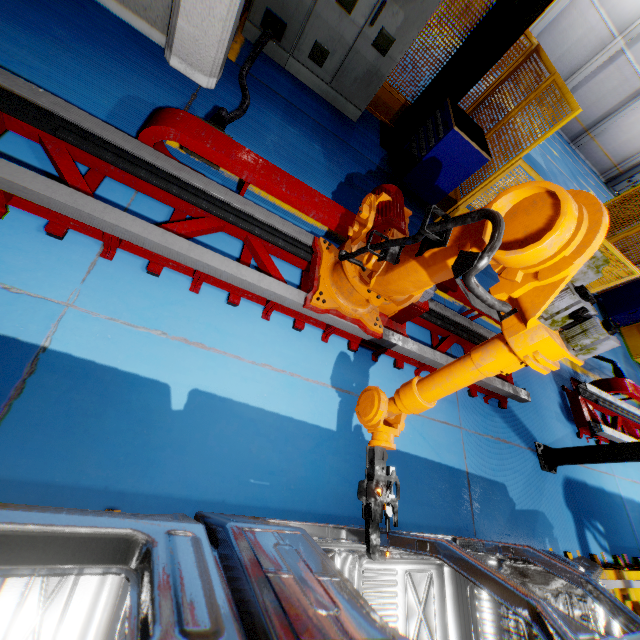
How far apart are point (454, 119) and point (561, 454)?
4.8m

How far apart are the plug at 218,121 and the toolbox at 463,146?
3.07m

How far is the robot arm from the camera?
1.2 meters

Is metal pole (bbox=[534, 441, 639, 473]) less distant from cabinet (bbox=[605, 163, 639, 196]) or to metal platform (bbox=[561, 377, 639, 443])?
metal platform (bbox=[561, 377, 639, 443])

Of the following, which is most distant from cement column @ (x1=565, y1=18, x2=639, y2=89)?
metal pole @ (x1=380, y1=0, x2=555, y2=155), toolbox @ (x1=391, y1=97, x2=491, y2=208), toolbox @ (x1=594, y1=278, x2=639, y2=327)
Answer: toolbox @ (x1=391, y1=97, x2=491, y2=208)

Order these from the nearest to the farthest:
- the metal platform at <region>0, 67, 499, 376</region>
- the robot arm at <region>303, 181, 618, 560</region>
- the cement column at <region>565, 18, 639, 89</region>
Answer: the robot arm at <region>303, 181, 618, 560</region> → the metal platform at <region>0, 67, 499, 376</region> → the cement column at <region>565, 18, 639, 89</region>

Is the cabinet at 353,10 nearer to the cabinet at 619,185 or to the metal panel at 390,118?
the metal panel at 390,118

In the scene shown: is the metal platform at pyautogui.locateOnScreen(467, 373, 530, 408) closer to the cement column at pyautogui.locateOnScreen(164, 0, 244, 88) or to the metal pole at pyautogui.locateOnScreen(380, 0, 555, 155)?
the cement column at pyautogui.locateOnScreen(164, 0, 244, 88)
